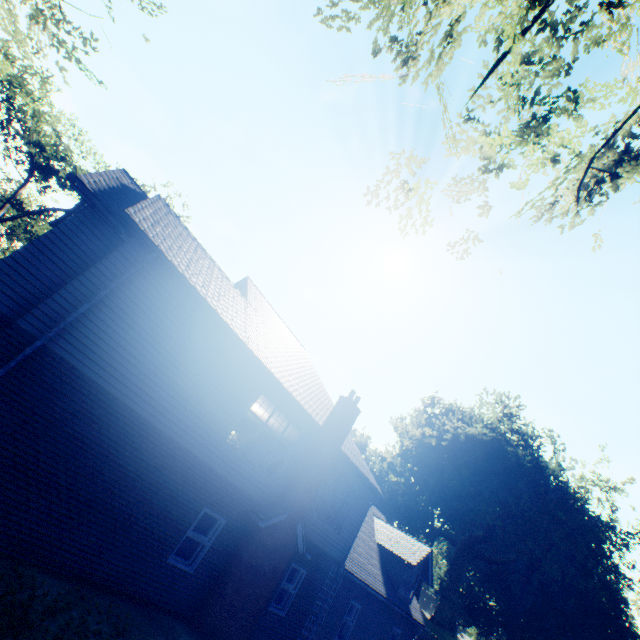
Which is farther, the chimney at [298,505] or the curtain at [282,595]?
the curtain at [282,595]

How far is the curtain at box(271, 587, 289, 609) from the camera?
12.15m

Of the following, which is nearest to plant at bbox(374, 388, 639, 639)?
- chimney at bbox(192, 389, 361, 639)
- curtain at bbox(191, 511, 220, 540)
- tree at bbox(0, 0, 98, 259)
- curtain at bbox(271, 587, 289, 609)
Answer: tree at bbox(0, 0, 98, 259)

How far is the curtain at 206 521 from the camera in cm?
1002

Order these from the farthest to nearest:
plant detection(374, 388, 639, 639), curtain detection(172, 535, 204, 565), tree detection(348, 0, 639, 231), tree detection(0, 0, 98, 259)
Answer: plant detection(374, 388, 639, 639)
curtain detection(172, 535, 204, 565)
tree detection(0, 0, 98, 259)
tree detection(348, 0, 639, 231)

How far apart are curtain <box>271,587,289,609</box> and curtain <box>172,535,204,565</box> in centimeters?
392cm

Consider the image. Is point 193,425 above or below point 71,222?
below
